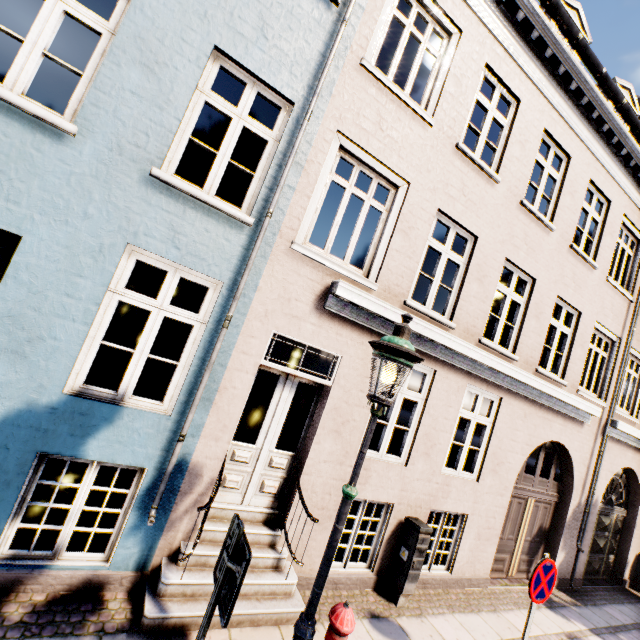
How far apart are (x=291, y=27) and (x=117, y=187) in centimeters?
318cm

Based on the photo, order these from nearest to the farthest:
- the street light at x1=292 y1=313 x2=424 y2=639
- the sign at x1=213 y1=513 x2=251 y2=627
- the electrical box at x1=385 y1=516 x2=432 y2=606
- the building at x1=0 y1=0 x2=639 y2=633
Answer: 1. the sign at x1=213 y1=513 x2=251 y2=627
2. the street light at x1=292 y1=313 x2=424 y2=639
3. the building at x1=0 y1=0 x2=639 y2=633
4. the electrical box at x1=385 y1=516 x2=432 y2=606

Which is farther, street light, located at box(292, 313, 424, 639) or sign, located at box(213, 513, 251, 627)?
street light, located at box(292, 313, 424, 639)

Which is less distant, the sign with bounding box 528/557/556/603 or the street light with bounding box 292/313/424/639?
the street light with bounding box 292/313/424/639

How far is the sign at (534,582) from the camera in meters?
3.9

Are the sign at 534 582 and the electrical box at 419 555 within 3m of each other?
yes

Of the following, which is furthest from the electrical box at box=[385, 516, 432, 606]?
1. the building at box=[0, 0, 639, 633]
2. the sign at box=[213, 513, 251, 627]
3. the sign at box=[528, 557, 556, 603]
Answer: the building at box=[0, 0, 639, 633]

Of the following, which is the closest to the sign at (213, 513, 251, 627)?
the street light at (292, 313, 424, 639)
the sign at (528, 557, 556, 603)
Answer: the street light at (292, 313, 424, 639)
